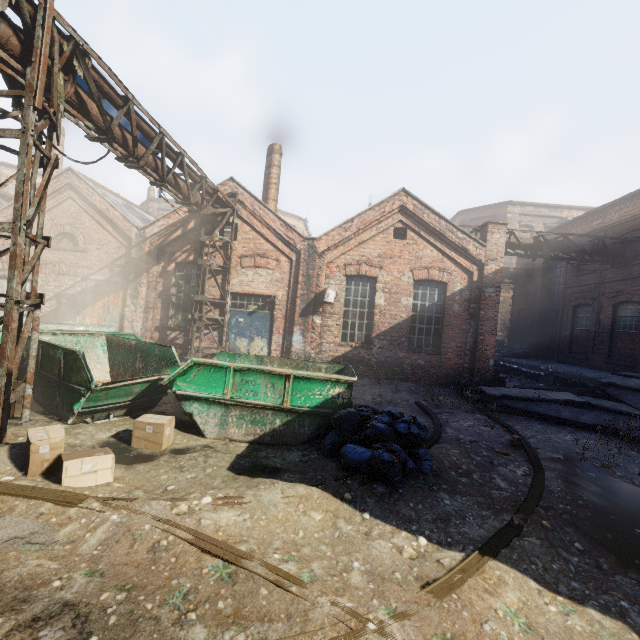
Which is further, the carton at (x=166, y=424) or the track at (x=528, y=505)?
the carton at (x=166, y=424)

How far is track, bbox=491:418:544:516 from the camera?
4.3 meters

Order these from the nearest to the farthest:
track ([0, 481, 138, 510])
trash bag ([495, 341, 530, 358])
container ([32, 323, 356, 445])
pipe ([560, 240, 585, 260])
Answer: track ([0, 481, 138, 510]) → container ([32, 323, 356, 445]) → pipe ([560, 240, 585, 260]) → trash bag ([495, 341, 530, 358])

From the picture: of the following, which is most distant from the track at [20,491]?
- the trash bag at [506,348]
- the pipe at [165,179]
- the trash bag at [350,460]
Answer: → the trash bag at [506,348]

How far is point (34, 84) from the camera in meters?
4.5

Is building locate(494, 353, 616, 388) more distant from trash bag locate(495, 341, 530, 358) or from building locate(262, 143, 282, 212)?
building locate(262, 143, 282, 212)

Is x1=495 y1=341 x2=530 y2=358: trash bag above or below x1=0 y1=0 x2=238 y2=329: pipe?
below

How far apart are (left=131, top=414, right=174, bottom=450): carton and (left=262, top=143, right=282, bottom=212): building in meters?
11.5
